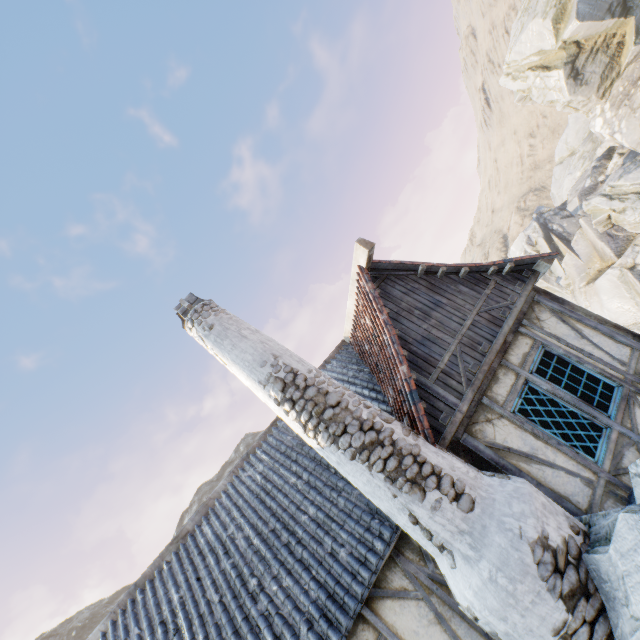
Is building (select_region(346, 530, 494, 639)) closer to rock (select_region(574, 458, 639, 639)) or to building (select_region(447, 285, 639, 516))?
rock (select_region(574, 458, 639, 639))

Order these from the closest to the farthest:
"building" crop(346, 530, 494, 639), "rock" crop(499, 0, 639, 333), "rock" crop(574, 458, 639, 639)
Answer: "rock" crop(574, 458, 639, 639), "building" crop(346, 530, 494, 639), "rock" crop(499, 0, 639, 333)

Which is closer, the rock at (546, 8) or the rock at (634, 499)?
the rock at (634, 499)

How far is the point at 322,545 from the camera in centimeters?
484cm

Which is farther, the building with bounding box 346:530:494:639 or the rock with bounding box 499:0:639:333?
the rock with bounding box 499:0:639:333

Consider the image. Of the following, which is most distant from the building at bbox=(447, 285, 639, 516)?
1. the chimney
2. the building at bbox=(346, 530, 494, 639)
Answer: the building at bbox=(346, 530, 494, 639)

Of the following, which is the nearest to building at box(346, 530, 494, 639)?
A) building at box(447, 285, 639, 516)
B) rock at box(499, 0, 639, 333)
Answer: rock at box(499, 0, 639, 333)

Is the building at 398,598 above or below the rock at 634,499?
above
